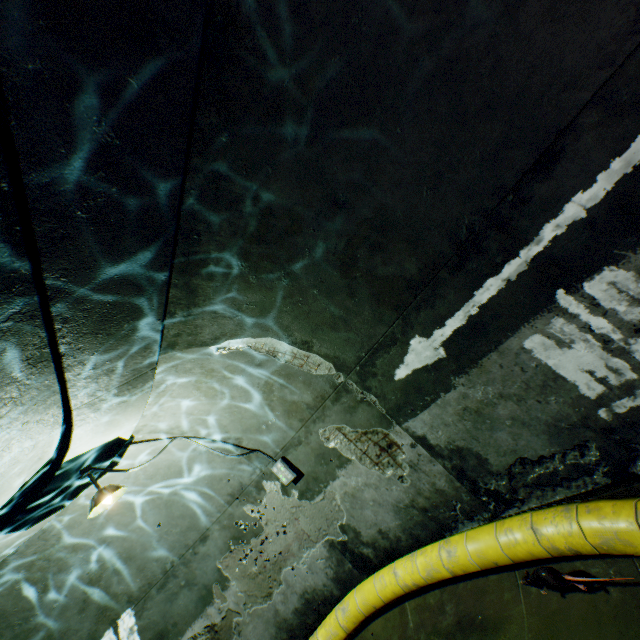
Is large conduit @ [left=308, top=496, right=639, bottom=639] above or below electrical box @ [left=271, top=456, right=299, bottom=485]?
below

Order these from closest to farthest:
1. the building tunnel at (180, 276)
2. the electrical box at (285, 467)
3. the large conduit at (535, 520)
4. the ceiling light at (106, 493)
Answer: the building tunnel at (180, 276) → the large conduit at (535, 520) → the ceiling light at (106, 493) → the electrical box at (285, 467)

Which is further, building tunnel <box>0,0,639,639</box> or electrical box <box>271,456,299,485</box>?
electrical box <box>271,456,299,485</box>

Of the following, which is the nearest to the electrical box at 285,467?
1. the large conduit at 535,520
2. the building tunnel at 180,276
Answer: the building tunnel at 180,276

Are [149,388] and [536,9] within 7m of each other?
yes

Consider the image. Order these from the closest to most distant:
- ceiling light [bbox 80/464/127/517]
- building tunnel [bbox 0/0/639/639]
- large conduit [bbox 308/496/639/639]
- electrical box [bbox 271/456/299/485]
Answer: building tunnel [bbox 0/0/639/639], large conduit [bbox 308/496/639/639], ceiling light [bbox 80/464/127/517], electrical box [bbox 271/456/299/485]

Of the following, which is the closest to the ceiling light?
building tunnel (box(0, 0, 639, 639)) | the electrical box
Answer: building tunnel (box(0, 0, 639, 639))

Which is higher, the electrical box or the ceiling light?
the ceiling light
